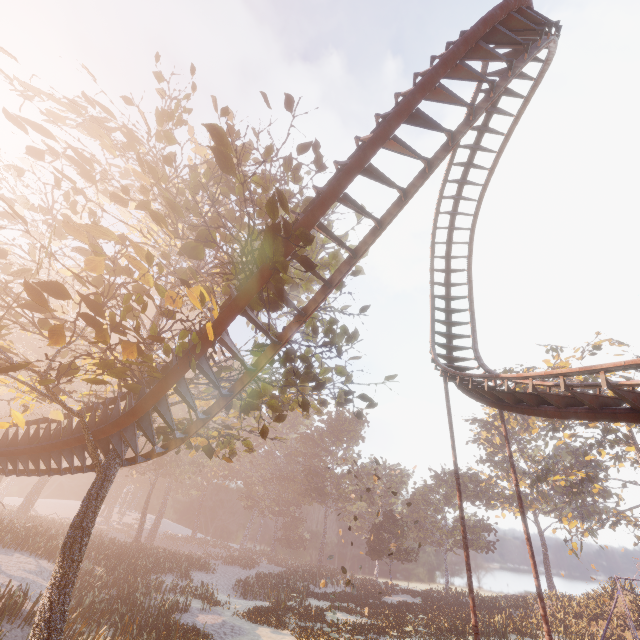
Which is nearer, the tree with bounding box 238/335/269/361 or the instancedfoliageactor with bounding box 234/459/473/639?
the tree with bounding box 238/335/269/361

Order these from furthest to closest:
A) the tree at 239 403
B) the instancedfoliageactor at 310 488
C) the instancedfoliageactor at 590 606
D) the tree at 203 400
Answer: the instancedfoliageactor at 590 606
the instancedfoliageactor at 310 488
the tree at 239 403
the tree at 203 400

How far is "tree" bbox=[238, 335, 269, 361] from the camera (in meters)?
8.42

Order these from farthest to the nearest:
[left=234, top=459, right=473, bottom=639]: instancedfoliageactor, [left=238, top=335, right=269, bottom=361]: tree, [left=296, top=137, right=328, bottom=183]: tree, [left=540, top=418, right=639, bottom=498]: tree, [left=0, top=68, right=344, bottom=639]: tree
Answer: [left=540, top=418, right=639, bottom=498]: tree
[left=234, top=459, right=473, bottom=639]: instancedfoliageactor
[left=296, top=137, right=328, bottom=183]: tree
[left=238, top=335, right=269, bottom=361]: tree
[left=0, top=68, right=344, bottom=639]: tree

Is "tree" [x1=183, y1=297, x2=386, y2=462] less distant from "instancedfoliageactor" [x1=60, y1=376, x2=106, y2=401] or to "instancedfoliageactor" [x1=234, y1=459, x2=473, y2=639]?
"instancedfoliageactor" [x1=60, y1=376, x2=106, y2=401]

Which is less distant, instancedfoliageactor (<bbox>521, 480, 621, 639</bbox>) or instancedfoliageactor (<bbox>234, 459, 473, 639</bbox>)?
instancedfoliageactor (<bbox>234, 459, 473, 639</bbox>)

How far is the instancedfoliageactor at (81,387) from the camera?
12.0 meters

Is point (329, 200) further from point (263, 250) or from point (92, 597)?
point (92, 597)
